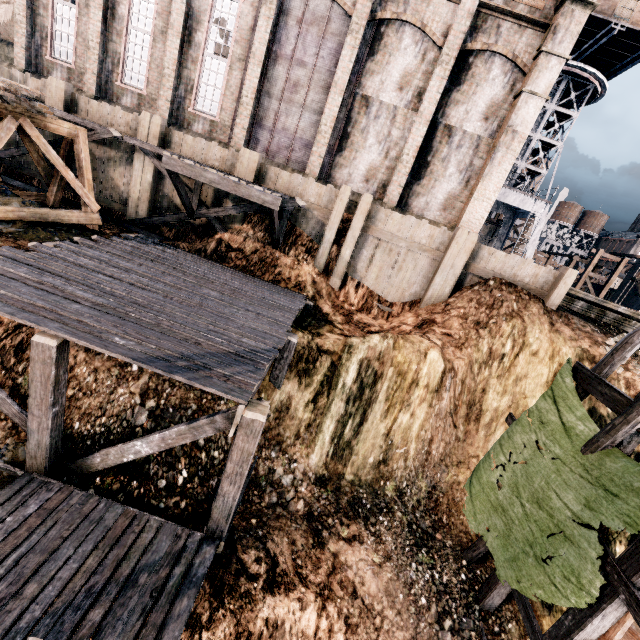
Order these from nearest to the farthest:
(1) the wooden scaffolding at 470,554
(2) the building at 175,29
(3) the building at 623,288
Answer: (1) the wooden scaffolding at 470,554 < (2) the building at 175,29 < (3) the building at 623,288

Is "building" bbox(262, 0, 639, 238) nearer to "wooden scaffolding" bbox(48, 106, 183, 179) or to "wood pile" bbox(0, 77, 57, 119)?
"wooden scaffolding" bbox(48, 106, 183, 179)

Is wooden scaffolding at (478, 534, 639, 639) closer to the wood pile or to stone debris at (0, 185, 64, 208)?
stone debris at (0, 185, 64, 208)

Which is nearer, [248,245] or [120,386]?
[120,386]

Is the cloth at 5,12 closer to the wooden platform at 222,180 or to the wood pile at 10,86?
the wood pile at 10,86

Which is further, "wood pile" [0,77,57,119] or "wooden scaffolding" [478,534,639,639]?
"wood pile" [0,77,57,119]

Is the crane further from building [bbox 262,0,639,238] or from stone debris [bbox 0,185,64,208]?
stone debris [bbox 0,185,64,208]

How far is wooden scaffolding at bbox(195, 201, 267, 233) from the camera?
14.88m
